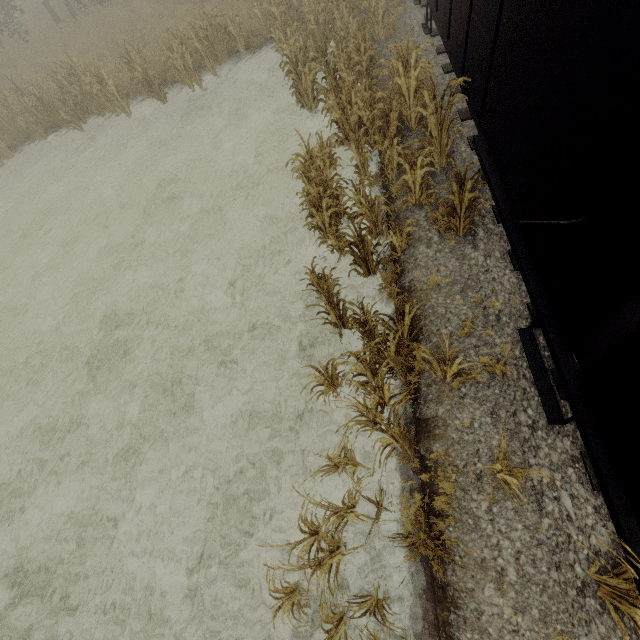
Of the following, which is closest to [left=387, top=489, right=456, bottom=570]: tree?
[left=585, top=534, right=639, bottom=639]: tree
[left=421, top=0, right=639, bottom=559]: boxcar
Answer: [left=421, top=0, right=639, bottom=559]: boxcar

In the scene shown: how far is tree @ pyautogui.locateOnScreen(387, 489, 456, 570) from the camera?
3.6m

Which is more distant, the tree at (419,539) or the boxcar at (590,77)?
the tree at (419,539)

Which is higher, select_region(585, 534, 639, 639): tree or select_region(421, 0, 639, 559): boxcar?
select_region(421, 0, 639, 559): boxcar

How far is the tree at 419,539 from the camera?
3.6m

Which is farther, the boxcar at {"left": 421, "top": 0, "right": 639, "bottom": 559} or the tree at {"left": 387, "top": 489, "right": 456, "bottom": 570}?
the tree at {"left": 387, "top": 489, "right": 456, "bottom": 570}

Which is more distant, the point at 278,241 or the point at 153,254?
the point at 153,254

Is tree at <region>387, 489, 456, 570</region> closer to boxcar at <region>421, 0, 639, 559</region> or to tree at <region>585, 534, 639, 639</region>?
boxcar at <region>421, 0, 639, 559</region>
